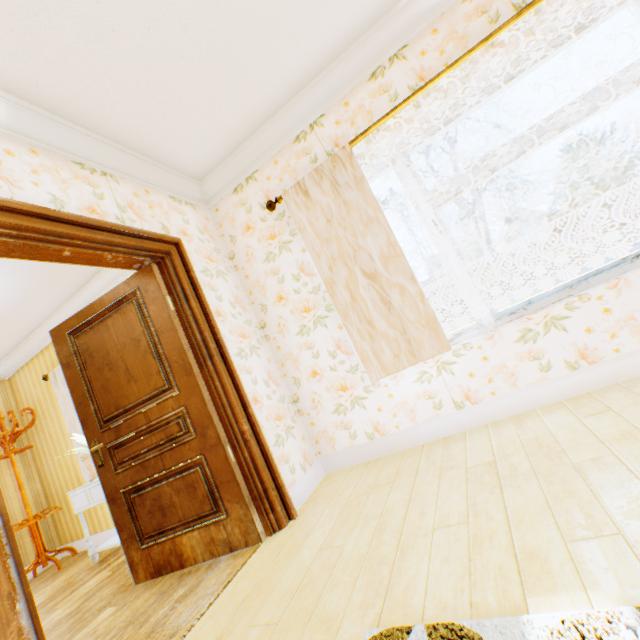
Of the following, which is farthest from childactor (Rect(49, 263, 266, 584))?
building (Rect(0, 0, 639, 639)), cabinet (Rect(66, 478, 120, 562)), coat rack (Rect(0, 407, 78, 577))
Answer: coat rack (Rect(0, 407, 78, 577))

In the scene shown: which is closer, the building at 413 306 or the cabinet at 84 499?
the building at 413 306

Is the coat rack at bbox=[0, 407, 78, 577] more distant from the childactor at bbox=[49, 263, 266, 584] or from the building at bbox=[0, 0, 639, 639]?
the childactor at bbox=[49, 263, 266, 584]

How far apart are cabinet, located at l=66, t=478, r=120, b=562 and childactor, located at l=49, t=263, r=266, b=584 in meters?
0.8 m

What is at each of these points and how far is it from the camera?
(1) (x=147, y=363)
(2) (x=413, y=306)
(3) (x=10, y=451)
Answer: (1) childactor, 2.54m
(2) building, 2.55m
(3) coat rack, 4.50m

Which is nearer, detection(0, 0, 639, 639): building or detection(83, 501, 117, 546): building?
detection(0, 0, 639, 639): building

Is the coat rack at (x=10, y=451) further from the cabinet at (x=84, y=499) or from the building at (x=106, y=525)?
the cabinet at (x=84, y=499)
